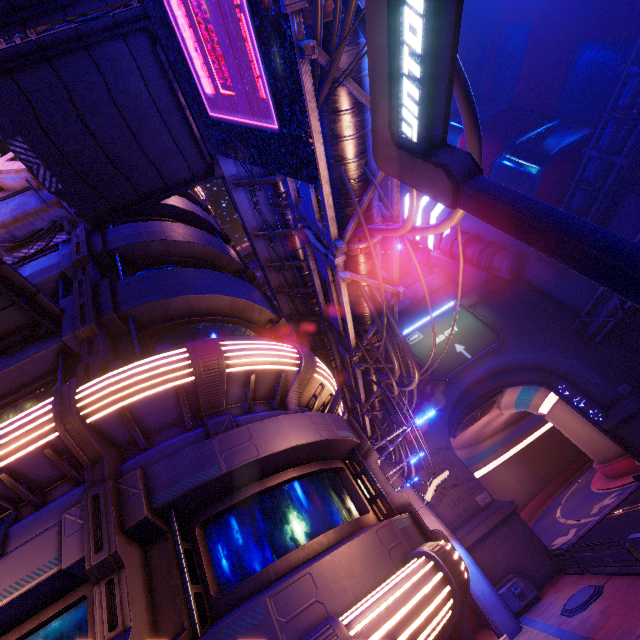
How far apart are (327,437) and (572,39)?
42.3m

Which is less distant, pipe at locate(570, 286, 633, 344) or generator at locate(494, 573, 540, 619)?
generator at locate(494, 573, 540, 619)

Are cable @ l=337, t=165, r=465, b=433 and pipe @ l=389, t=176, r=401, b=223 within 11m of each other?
yes

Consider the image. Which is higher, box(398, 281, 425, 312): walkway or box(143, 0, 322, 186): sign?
box(398, 281, 425, 312): walkway

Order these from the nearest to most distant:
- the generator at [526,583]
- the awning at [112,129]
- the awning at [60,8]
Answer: the awning at [60,8] → the awning at [112,129] → the generator at [526,583]

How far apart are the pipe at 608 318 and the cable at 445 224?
19.2 meters

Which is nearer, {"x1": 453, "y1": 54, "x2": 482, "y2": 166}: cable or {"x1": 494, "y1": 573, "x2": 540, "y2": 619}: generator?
{"x1": 453, "y1": 54, "x2": 482, "y2": 166}: cable

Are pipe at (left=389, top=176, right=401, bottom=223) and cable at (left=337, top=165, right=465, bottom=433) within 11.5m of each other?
yes
